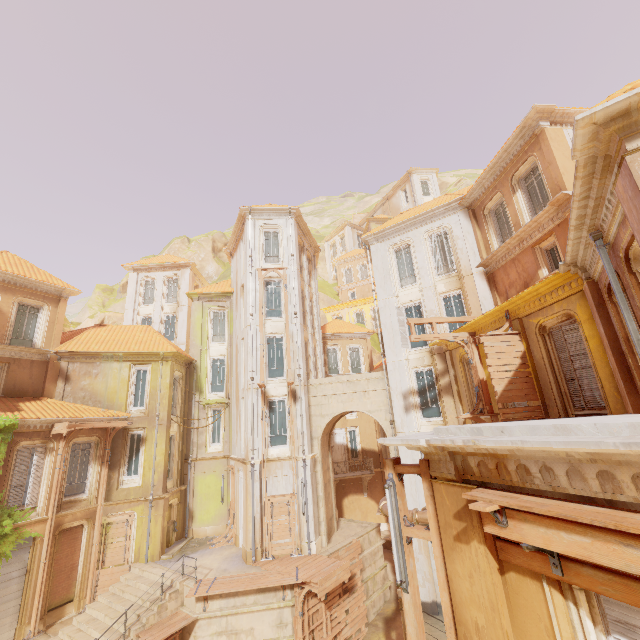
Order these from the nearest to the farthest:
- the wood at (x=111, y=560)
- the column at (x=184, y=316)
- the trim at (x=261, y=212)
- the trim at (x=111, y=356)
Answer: the wood at (x=111, y=560)
the trim at (x=111, y=356)
the trim at (x=261, y=212)
the column at (x=184, y=316)

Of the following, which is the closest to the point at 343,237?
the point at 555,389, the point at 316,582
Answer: the point at 555,389

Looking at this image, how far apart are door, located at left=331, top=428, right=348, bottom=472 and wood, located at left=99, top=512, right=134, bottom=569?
14.59m

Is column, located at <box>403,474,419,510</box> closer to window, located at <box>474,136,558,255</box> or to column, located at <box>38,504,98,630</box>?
window, located at <box>474,136,558,255</box>

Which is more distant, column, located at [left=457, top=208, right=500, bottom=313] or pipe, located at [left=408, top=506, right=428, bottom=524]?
column, located at [left=457, top=208, right=500, bottom=313]

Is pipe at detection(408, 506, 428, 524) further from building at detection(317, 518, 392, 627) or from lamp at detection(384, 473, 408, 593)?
lamp at detection(384, 473, 408, 593)

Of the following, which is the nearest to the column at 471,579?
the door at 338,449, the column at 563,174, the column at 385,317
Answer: the column at 563,174

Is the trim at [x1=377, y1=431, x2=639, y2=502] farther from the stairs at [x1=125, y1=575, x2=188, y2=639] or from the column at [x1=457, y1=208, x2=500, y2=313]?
the stairs at [x1=125, y1=575, x2=188, y2=639]
